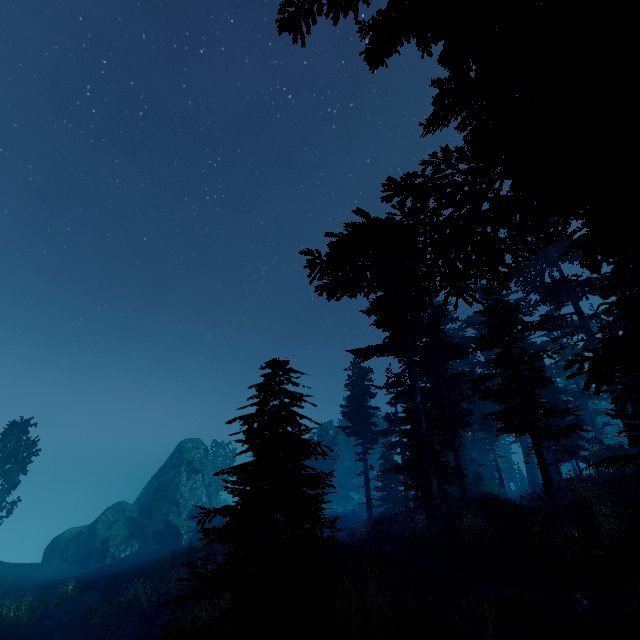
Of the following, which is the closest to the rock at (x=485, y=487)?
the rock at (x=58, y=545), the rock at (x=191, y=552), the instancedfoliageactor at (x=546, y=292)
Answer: the instancedfoliageactor at (x=546, y=292)

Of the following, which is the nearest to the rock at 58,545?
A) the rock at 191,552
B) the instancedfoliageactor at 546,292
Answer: the instancedfoliageactor at 546,292

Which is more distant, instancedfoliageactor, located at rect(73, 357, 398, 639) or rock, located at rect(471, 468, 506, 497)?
rock, located at rect(471, 468, 506, 497)

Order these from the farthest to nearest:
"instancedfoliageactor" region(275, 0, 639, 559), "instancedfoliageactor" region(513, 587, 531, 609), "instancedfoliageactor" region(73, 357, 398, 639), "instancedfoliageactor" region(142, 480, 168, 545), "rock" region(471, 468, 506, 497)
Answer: "instancedfoliageactor" region(142, 480, 168, 545)
"rock" region(471, 468, 506, 497)
"instancedfoliageactor" region(513, 587, 531, 609)
"instancedfoliageactor" region(73, 357, 398, 639)
"instancedfoliageactor" region(275, 0, 639, 559)

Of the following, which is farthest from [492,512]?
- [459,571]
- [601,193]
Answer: [601,193]

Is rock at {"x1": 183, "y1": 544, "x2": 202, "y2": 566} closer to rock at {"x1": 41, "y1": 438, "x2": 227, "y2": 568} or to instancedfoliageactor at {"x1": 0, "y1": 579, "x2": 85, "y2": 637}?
instancedfoliageactor at {"x1": 0, "y1": 579, "x2": 85, "y2": 637}

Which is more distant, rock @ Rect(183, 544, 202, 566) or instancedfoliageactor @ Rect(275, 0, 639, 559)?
rock @ Rect(183, 544, 202, 566)
